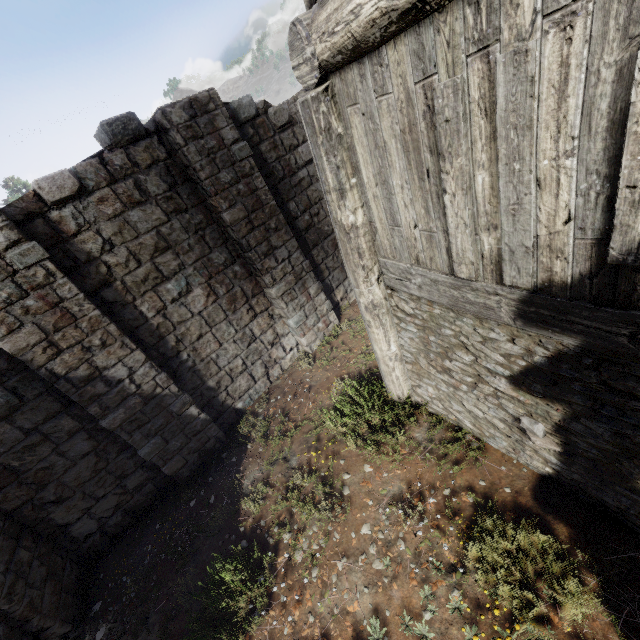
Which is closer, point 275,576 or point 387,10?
point 387,10
